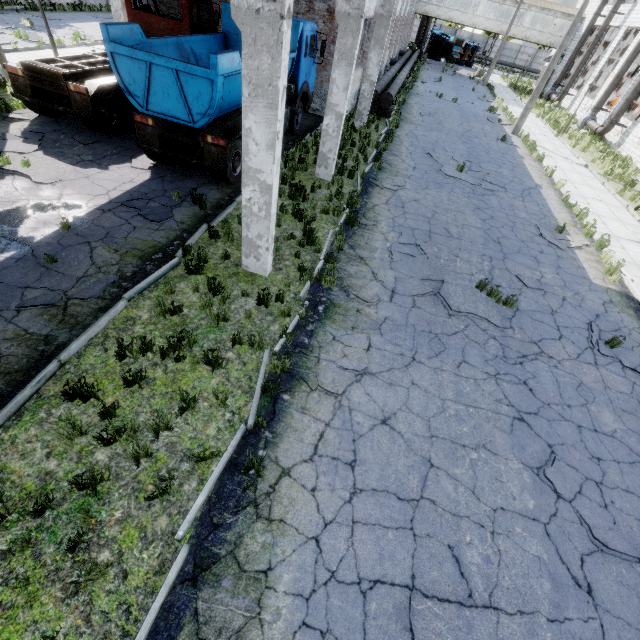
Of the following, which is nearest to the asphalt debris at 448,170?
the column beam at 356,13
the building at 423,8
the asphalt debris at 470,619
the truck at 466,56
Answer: the column beam at 356,13

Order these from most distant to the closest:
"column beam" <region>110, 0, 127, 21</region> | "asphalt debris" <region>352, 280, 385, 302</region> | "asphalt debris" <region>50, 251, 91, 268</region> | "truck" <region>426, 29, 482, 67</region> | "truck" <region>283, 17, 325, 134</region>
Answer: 1. "truck" <region>426, 29, 482, 67</region>
2. "column beam" <region>110, 0, 127, 21</region>
3. "truck" <region>283, 17, 325, 134</region>
4. "asphalt debris" <region>352, 280, 385, 302</region>
5. "asphalt debris" <region>50, 251, 91, 268</region>

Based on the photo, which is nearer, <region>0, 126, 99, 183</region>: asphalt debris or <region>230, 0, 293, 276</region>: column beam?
<region>230, 0, 293, 276</region>: column beam

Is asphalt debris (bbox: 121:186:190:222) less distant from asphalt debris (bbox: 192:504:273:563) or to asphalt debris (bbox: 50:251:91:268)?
asphalt debris (bbox: 50:251:91:268)

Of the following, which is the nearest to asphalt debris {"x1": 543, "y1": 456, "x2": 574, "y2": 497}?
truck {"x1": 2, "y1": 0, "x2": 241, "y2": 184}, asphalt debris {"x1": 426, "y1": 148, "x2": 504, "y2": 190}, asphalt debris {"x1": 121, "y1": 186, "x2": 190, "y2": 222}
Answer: asphalt debris {"x1": 121, "y1": 186, "x2": 190, "y2": 222}

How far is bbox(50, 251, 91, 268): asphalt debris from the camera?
6.4 meters

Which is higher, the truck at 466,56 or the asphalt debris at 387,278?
the truck at 466,56

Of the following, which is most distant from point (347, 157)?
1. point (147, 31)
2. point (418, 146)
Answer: point (147, 31)
